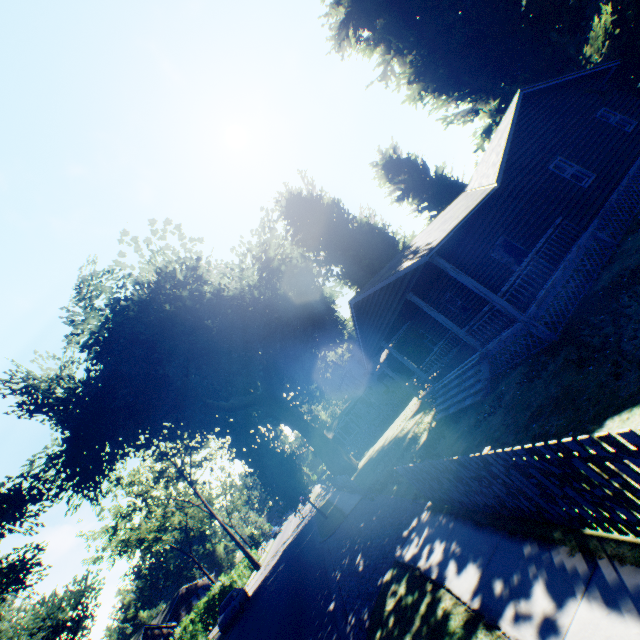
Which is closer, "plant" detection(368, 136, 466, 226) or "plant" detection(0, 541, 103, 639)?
"plant" detection(0, 541, 103, 639)

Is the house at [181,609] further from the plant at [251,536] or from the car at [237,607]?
the car at [237,607]

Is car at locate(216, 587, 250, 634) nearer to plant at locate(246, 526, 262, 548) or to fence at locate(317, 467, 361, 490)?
plant at locate(246, 526, 262, 548)

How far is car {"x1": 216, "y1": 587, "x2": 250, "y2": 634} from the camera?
24.1m

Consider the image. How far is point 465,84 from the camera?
21.20m

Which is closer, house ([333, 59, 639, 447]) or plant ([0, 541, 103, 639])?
house ([333, 59, 639, 447])

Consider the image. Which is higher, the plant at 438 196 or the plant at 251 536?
the plant at 438 196

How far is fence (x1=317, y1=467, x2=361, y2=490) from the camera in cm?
1941
